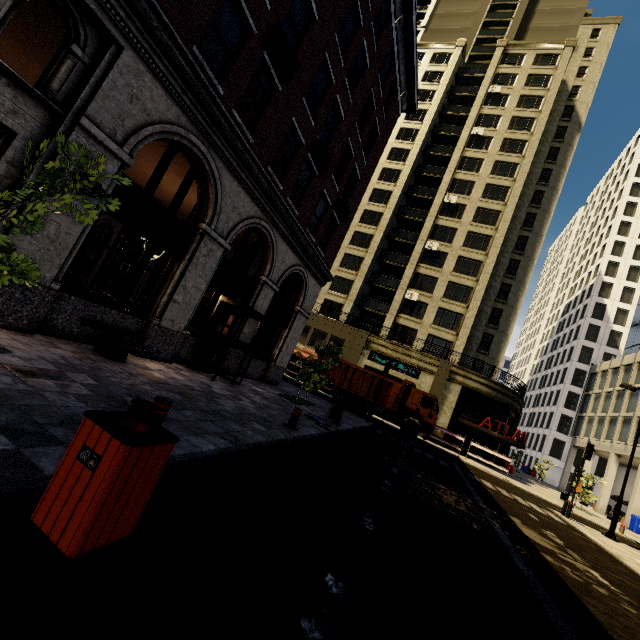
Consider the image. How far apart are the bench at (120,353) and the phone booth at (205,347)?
2.44m

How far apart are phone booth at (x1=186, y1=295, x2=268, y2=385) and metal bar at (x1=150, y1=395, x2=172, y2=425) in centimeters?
625cm

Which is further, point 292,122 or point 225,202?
point 292,122

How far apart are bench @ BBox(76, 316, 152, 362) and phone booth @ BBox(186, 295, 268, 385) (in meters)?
2.44

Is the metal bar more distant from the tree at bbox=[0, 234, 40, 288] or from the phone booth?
the phone booth

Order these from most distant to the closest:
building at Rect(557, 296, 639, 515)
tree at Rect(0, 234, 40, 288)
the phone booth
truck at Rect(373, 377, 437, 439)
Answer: building at Rect(557, 296, 639, 515) → truck at Rect(373, 377, 437, 439) → the phone booth → tree at Rect(0, 234, 40, 288)

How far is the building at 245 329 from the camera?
13.2m

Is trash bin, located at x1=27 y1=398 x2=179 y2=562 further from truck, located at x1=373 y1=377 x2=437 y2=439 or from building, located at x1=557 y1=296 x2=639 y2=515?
truck, located at x1=373 y1=377 x2=437 y2=439
